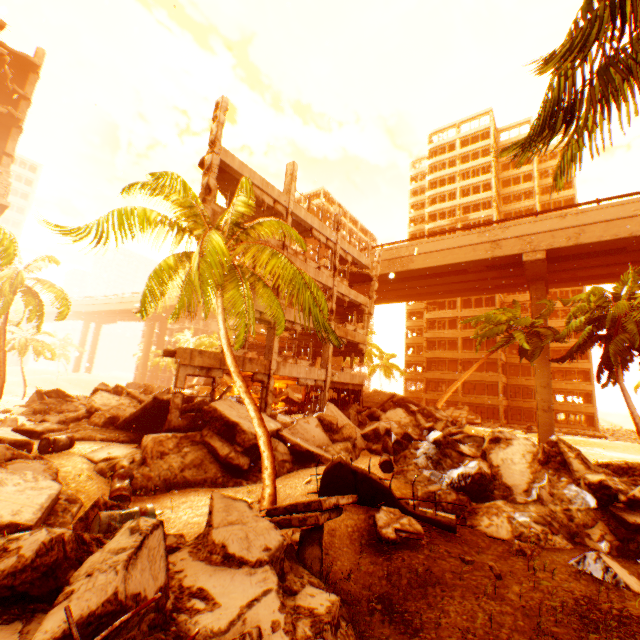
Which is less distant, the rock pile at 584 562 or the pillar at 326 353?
the rock pile at 584 562

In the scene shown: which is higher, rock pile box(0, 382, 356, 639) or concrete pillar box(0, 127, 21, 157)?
concrete pillar box(0, 127, 21, 157)

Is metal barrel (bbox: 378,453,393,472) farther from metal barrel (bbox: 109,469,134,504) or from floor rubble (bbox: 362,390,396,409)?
floor rubble (bbox: 362,390,396,409)

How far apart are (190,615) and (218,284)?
6.9 meters

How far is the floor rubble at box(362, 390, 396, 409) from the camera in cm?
2542

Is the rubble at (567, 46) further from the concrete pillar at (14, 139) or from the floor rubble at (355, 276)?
the concrete pillar at (14, 139)

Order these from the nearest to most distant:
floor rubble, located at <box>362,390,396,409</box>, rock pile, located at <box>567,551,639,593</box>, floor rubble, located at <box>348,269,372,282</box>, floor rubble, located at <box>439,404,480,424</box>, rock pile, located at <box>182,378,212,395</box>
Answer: rock pile, located at <box>567,551,639,593</box> → rock pile, located at <box>182,378,212,395</box> → floor rubble, located at <box>362,390,396,409</box> → floor rubble, located at <box>348,269,372,282</box> → floor rubble, located at <box>439,404,480,424</box>

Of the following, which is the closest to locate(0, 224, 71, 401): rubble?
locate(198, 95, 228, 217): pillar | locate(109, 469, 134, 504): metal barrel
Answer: locate(109, 469, 134, 504): metal barrel
